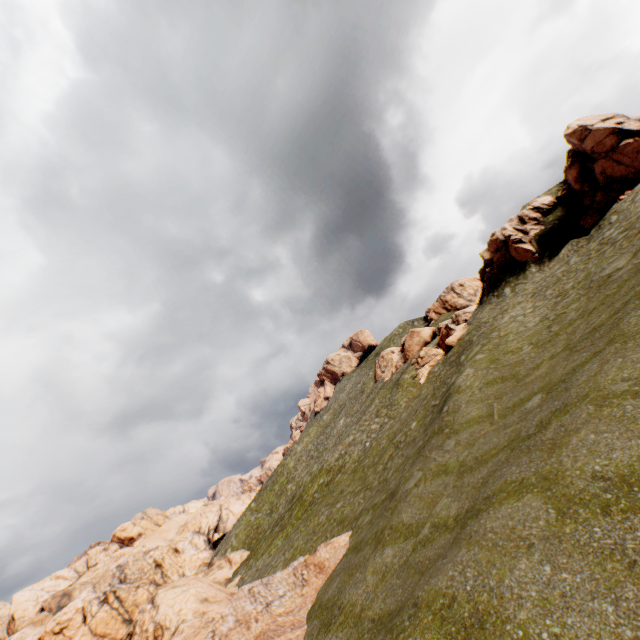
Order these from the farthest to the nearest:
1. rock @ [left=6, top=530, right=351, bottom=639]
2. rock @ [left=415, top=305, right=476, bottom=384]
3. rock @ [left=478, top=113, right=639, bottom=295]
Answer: rock @ [left=415, top=305, right=476, bottom=384]
rock @ [left=478, top=113, right=639, bottom=295]
rock @ [left=6, top=530, right=351, bottom=639]

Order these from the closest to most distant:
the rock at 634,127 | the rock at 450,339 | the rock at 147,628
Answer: the rock at 147,628 < the rock at 634,127 < the rock at 450,339

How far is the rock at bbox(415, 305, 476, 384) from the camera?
34.75m

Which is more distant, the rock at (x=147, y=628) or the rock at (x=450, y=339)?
the rock at (x=450, y=339)

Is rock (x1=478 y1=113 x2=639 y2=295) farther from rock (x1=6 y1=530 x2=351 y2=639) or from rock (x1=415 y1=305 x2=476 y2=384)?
rock (x1=6 y1=530 x2=351 y2=639)

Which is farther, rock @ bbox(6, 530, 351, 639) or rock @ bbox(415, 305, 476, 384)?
rock @ bbox(415, 305, 476, 384)

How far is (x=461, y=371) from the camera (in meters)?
Result: 23.66
